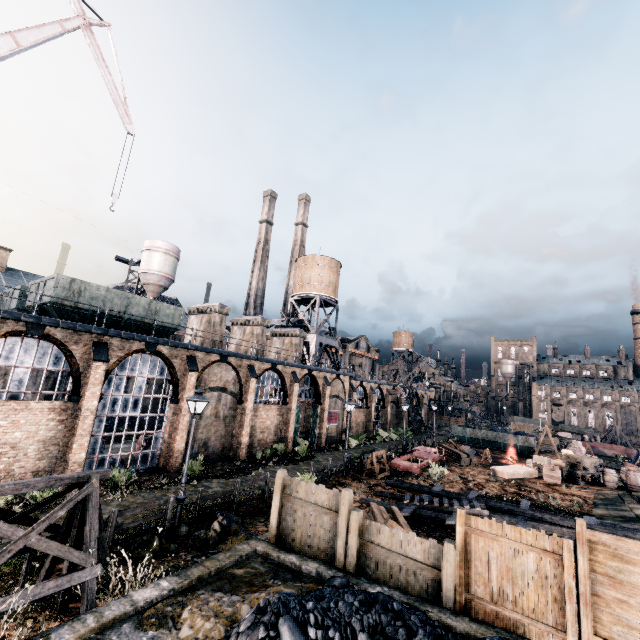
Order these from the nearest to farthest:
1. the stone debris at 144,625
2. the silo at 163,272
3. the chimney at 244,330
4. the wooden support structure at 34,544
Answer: the stone debris at 144,625 → the wooden support structure at 34,544 → the chimney at 244,330 → the silo at 163,272

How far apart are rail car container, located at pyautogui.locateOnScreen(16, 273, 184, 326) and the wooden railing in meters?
12.3 m

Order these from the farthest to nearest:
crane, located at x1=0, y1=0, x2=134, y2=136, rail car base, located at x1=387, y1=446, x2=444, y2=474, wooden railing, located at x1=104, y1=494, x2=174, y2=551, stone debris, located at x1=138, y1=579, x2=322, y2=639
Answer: rail car base, located at x1=387, y1=446, x2=444, y2=474 < crane, located at x1=0, y1=0, x2=134, y2=136 < wooden railing, located at x1=104, y1=494, x2=174, y2=551 < stone debris, located at x1=138, y1=579, x2=322, y2=639

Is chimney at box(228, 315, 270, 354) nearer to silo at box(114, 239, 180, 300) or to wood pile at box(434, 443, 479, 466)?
silo at box(114, 239, 180, 300)

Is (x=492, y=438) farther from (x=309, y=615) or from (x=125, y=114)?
(x=125, y=114)

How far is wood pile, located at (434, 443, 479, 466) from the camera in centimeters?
3238cm

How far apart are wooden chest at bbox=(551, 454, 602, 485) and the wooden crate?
0.2m

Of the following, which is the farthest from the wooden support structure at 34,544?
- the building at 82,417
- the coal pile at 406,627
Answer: the building at 82,417
